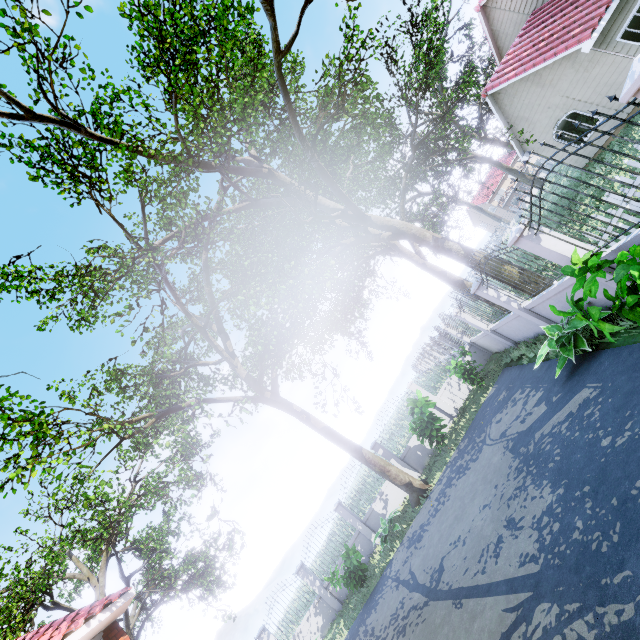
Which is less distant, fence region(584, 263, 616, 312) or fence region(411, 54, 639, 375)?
fence region(411, 54, 639, 375)

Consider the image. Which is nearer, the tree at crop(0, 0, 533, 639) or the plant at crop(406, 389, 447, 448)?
the tree at crop(0, 0, 533, 639)

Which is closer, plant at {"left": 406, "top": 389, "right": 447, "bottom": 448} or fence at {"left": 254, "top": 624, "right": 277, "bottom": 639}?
plant at {"left": 406, "top": 389, "right": 447, "bottom": 448}

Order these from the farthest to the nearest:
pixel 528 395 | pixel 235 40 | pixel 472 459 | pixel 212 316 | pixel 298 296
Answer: pixel 212 316 < pixel 235 40 < pixel 472 459 < pixel 298 296 < pixel 528 395

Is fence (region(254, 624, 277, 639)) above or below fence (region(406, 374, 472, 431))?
above

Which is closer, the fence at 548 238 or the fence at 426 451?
the fence at 548 238

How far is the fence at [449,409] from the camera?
14.6 meters
